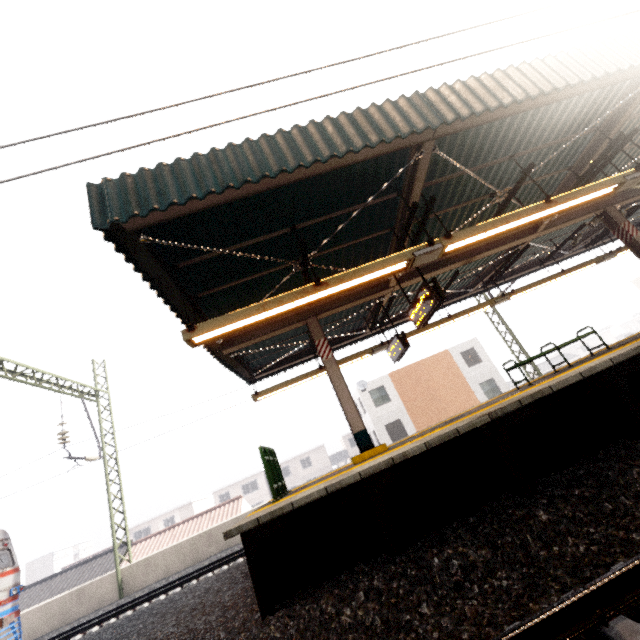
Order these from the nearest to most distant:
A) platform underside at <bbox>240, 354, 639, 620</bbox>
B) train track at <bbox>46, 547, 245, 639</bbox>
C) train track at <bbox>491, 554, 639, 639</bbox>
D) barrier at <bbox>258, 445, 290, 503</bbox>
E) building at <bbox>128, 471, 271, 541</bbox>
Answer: train track at <bbox>491, 554, 639, 639</bbox>
platform underside at <bbox>240, 354, 639, 620</bbox>
barrier at <bbox>258, 445, 290, 503</bbox>
train track at <bbox>46, 547, 245, 639</bbox>
building at <bbox>128, 471, 271, 541</bbox>

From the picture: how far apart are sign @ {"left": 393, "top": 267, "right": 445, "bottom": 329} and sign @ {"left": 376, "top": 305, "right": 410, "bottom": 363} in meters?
1.3

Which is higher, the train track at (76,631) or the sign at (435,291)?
the sign at (435,291)

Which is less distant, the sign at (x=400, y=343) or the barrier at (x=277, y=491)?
the barrier at (x=277, y=491)

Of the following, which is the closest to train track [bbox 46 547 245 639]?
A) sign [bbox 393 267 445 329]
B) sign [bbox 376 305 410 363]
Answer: sign [bbox 376 305 410 363]

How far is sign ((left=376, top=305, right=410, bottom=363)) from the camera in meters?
9.1 m

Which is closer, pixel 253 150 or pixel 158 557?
pixel 253 150

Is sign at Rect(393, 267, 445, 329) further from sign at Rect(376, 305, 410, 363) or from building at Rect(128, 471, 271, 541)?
building at Rect(128, 471, 271, 541)
